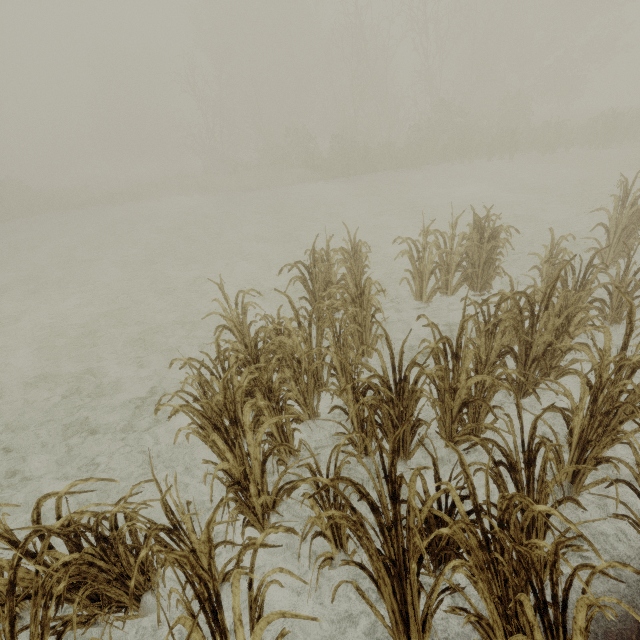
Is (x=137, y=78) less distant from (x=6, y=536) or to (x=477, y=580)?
(x=6, y=536)
